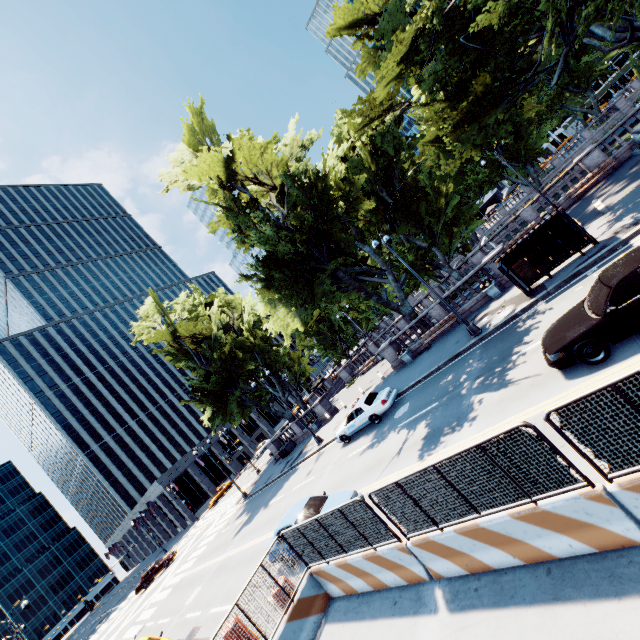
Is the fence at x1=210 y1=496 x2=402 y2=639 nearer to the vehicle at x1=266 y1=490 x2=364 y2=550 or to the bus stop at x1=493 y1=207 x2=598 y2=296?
the vehicle at x1=266 y1=490 x2=364 y2=550

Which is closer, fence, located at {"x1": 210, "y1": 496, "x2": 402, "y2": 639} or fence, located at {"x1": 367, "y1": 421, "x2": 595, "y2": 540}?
fence, located at {"x1": 367, "y1": 421, "x2": 595, "y2": 540}

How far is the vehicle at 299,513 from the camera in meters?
11.4

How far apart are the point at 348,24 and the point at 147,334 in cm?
3524

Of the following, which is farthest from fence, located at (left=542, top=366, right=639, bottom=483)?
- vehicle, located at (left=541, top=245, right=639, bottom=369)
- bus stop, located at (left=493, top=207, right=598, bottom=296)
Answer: A: bus stop, located at (left=493, top=207, right=598, bottom=296)

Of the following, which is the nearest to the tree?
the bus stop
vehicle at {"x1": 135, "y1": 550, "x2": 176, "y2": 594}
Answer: the bus stop

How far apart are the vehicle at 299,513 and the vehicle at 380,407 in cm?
616

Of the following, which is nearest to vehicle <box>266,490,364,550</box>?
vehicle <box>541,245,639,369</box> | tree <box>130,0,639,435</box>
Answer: vehicle <box>541,245,639,369</box>
